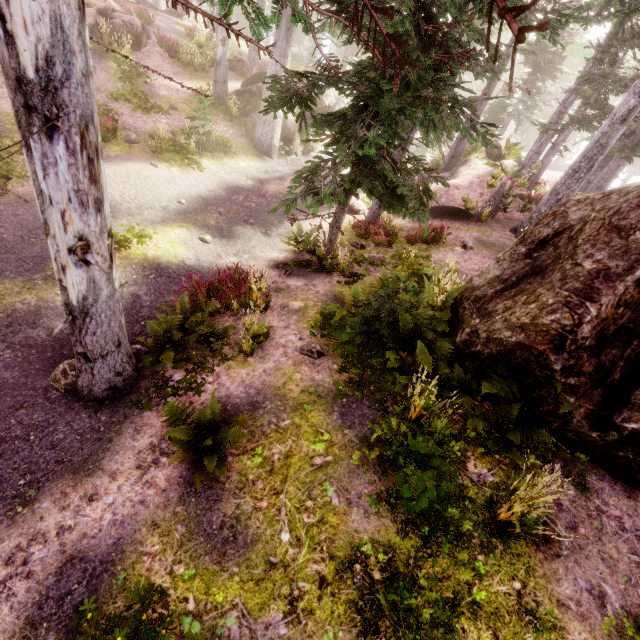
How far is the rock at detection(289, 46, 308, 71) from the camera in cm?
2395

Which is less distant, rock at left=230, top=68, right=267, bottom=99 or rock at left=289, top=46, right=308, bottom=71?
rock at left=230, top=68, right=267, bottom=99

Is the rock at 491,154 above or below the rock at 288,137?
above

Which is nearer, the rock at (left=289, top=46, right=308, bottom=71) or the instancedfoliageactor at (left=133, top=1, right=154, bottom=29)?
the instancedfoliageactor at (left=133, top=1, right=154, bottom=29)

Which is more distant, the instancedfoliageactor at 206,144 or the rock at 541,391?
the instancedfoliageactor at 206,144

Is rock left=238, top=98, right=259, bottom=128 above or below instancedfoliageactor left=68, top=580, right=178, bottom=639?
above

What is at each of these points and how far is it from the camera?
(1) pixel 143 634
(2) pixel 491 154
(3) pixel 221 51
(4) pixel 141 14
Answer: (1) instancedfoliageactor, 3.5m
(2) rock, 19.6m
(3) instancedfoliageactor, 17.5m
(4) instancedfoliageactor, 20.7m
